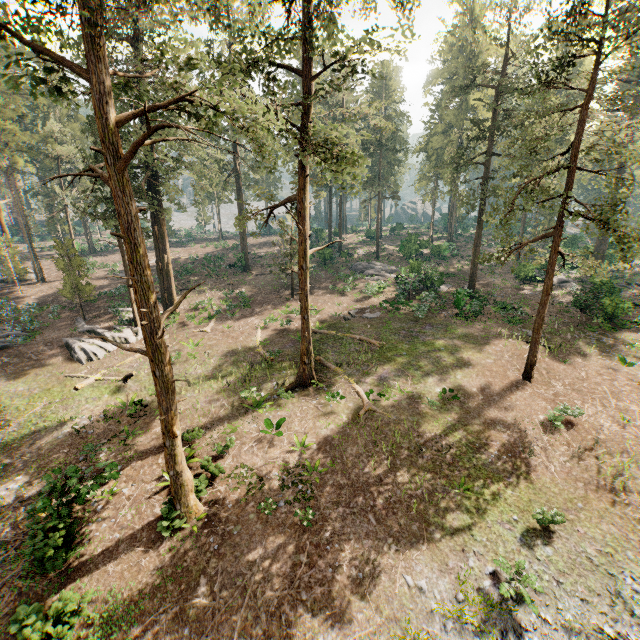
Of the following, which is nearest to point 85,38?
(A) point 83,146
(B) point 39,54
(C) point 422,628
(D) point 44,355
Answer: (B) point 39,54

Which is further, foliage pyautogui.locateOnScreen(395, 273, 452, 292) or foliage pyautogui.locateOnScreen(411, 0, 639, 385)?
foliage pyautogui.locateOnScreen(395, 273, 452, 292)

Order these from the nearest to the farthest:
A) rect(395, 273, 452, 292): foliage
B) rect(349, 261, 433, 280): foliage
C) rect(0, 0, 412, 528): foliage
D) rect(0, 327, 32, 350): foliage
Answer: rect(0, 0, 412, 528): foliage < rect(0, 327, 32, 350): foliage < rect(395, 273, 452, 292): foliage < rect(349, 261, 433, 280): foliage

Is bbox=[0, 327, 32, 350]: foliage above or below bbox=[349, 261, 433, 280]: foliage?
below

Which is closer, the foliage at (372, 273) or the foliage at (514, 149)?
the foliage at (514, 149)

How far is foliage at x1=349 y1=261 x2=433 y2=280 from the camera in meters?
37.0 m
